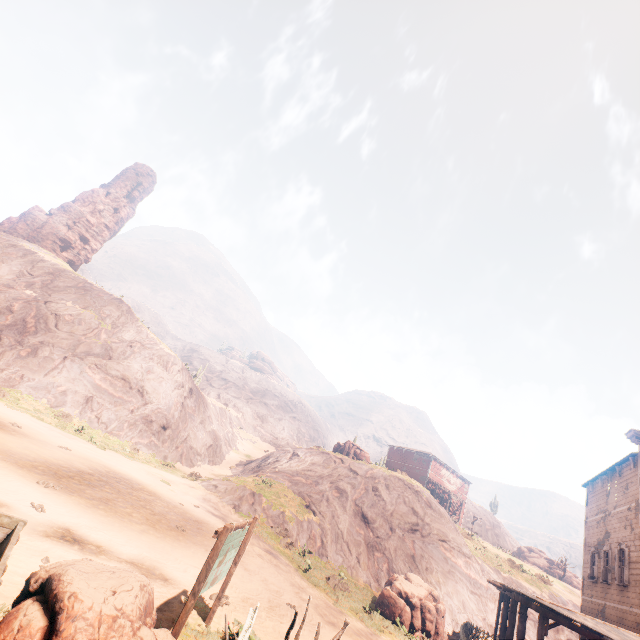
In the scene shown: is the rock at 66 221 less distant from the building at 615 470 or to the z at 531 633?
the z at 531 633

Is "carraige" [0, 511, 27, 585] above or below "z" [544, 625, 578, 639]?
below

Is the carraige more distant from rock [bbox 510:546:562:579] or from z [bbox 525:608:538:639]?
rock [bbox 510:546:562:579]

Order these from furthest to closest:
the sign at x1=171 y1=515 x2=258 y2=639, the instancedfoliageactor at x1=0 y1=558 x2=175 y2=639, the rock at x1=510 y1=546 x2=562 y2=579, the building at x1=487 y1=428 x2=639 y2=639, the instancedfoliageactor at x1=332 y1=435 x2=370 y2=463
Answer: the rock at x1=510 y1=546 x2=562 y2=579
the instancedfoliageactor at x1=332 y1=435 x2=370 y2=463
the building at x1=487 y1=428 x2=639 y2=639
the sign at x1=171 y1=515 x2=258 y2=639
the instancedfoliageactor at x1=0 y1=558 x2=175 y2=639

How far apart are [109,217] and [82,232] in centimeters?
560cm

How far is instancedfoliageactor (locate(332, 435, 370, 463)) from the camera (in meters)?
36.19

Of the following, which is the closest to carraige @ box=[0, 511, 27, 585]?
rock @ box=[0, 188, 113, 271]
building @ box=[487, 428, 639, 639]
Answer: building @ box=[487, 428, 639, 639]

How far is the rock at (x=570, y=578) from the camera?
47.60m
